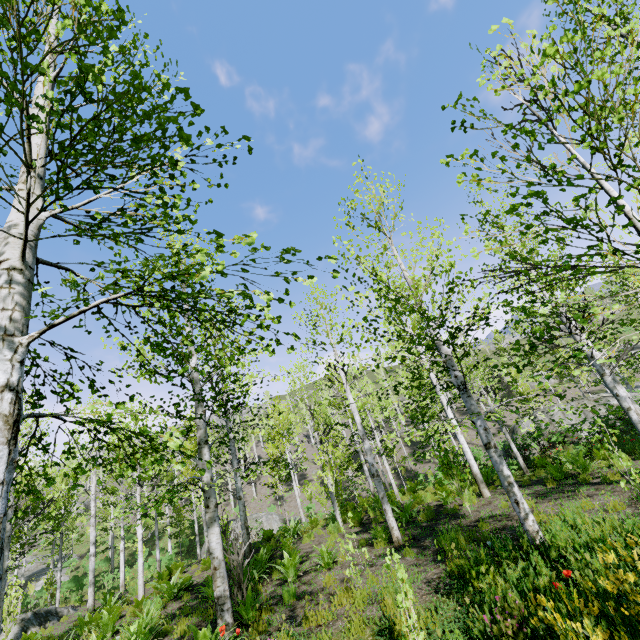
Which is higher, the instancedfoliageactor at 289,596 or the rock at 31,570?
the rock at 31,570

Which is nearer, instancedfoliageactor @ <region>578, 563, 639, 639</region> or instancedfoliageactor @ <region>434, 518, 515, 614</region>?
instancedfoliageactor @ <region>578, 563, 639, 639</region>

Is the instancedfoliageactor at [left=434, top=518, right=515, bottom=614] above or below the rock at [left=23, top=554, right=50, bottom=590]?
below

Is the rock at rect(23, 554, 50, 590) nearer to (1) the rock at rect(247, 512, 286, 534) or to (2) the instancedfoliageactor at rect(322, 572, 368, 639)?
(2) the instancedfoliageactor at rect(322, 572, 368, 639)

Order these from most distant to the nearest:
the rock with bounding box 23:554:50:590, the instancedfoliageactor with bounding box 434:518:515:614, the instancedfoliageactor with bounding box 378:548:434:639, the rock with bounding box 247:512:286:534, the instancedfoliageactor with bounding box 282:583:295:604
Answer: the rock with bounding box 23:554:50:590 → the rock with bounding box 247:512:286:534 → the instancedfoliageactor with bounding box 282:583:295:604 → the instancedfoliageactor with bounding box 434:518:515:614 → the instancedfoliageactor with bounding box 378:548:434:639

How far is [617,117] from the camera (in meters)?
2.35

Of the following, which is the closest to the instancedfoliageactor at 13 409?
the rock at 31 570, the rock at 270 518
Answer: the rock at 31 570
